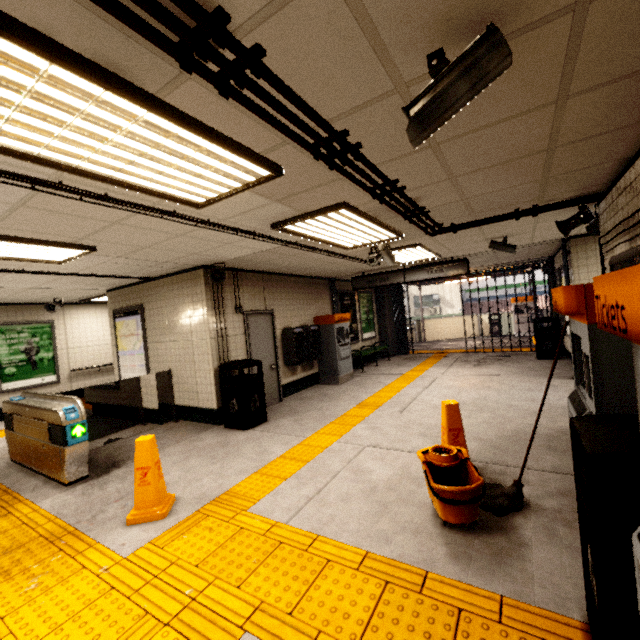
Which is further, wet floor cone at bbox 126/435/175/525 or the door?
the door

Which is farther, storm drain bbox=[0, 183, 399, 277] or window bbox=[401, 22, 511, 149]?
storm drain bbox=[0, 183, 399, 277]

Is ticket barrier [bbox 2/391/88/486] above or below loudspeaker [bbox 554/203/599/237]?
below

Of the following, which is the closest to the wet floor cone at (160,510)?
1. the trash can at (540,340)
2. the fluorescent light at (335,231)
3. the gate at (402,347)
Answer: the fluorescent light at (335,231)

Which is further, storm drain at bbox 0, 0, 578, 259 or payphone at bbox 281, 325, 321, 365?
payphone at bbox 281, 325, 321, 365

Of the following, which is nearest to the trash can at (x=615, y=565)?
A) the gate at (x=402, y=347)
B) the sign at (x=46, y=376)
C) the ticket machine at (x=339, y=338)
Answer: the ticket machine at (x=339, y=338)

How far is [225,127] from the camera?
1.9 meters

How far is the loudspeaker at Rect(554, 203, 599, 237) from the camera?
4.19m
